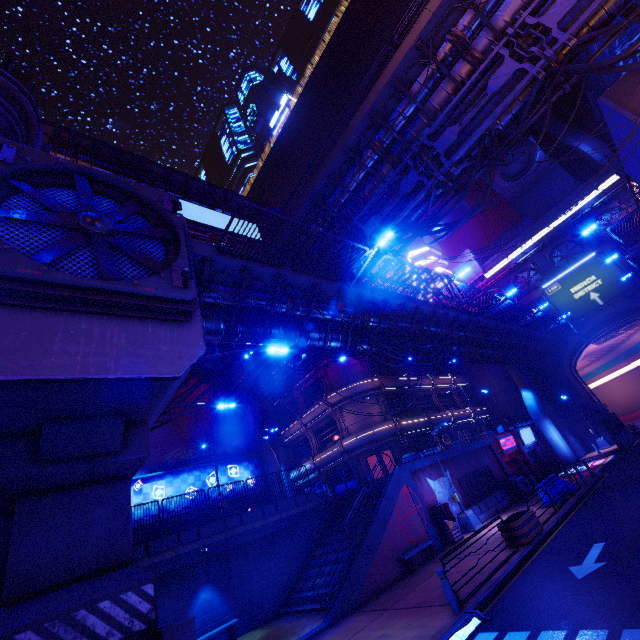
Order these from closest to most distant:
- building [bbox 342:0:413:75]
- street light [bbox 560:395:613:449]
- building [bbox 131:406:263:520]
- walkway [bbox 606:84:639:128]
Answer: walkway [bbox 606:84:639:128], building [bbox 131:406:263:520], street light [bbox 560:395:613:449], building [bbox 342:0:413:75]

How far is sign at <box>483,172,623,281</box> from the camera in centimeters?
3791cm

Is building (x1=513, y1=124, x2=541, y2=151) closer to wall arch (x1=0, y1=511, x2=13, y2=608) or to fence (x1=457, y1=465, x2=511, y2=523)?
fence (x1=457, y1=465, x2=511, y2=523)

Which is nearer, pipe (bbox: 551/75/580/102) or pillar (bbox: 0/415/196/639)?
pillar (bbox: 0/415/196/639)

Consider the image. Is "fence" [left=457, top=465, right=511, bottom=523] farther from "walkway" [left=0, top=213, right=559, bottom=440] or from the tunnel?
the tunnel

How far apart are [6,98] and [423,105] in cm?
1889

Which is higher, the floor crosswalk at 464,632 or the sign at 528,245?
the sign at 528,245

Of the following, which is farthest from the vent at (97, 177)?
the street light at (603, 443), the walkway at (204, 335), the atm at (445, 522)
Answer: the street light at (603, 443)
